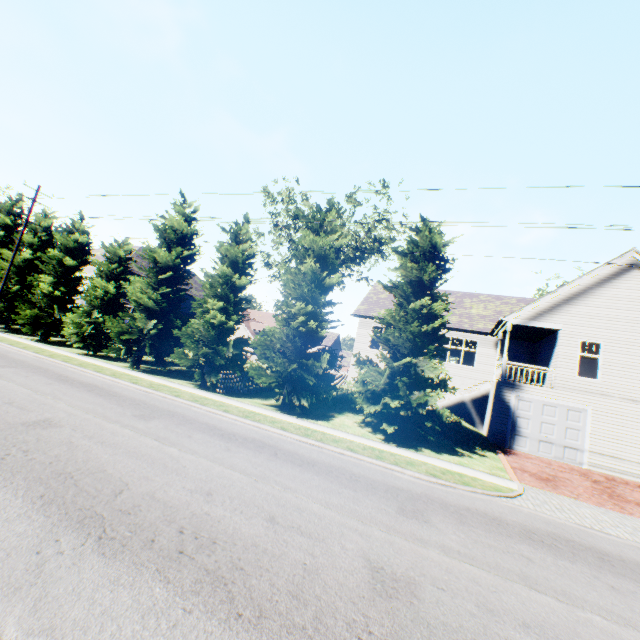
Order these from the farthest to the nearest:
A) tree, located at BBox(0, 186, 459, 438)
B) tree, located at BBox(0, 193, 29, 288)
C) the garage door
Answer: tree, located at BBox(0, 193, 29, 288) → the garage door → tree, located at BBox(0, 186, 459, 438)

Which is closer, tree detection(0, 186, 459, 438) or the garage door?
tree detection(0, 186, 459, 438)

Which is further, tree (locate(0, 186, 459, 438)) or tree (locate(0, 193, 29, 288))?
tree (locate(0, 193, 29, 288))

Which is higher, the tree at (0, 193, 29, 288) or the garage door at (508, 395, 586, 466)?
the tree at (0, 193, 29, 288)

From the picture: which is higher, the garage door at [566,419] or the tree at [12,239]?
the tree at [12,239]

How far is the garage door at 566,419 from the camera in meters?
16.0

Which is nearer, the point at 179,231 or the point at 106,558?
the point at 106,558

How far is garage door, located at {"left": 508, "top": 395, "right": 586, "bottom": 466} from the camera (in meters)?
15.98
